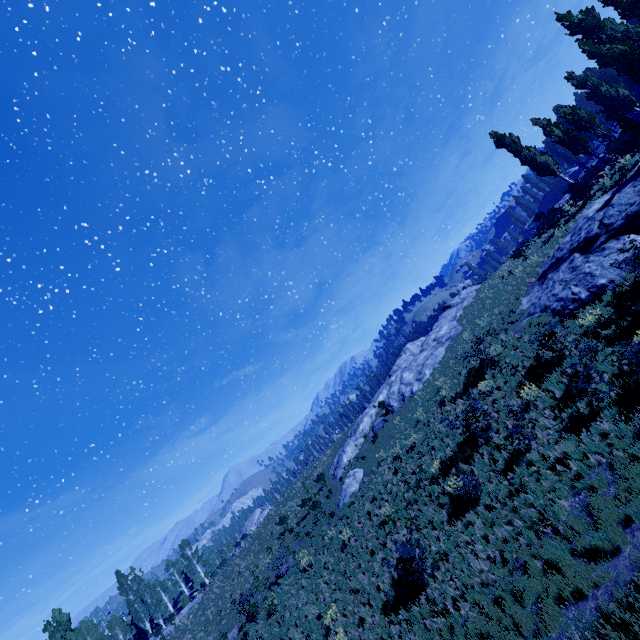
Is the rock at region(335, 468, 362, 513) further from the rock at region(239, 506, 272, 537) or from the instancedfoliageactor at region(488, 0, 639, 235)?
the rock at region(239, 506, 272, 537)

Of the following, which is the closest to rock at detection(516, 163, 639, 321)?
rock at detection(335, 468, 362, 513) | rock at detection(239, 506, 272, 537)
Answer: rock at detection(335, 468, 362, 513)

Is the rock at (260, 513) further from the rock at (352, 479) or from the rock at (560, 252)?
the rock at (560, 252)

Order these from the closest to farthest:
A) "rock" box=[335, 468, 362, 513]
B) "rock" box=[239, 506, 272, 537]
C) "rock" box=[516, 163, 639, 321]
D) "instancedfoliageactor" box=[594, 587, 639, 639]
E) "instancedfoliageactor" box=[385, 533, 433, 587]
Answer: "instancedfoliageactor" box=[594, 587, 639, 639] < "instancedfoliageactor" box=[385, 533, 433, 587] < "rock" box=[516, 163, 639, 321] < "rock" box=[335, 468, 362, 513] < "rock" box=[239, 506, 272, 537]

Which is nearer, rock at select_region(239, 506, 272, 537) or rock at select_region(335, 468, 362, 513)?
rock at select_region(335, 468, 362, 513)

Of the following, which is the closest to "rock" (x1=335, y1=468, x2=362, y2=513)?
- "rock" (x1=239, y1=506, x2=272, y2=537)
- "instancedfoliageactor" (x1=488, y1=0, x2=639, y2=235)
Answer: "instancedfoliageactor" (x1=488, y1=0, x2=639, y2=235)

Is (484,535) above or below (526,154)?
below

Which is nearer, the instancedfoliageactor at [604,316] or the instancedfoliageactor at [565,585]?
the instancedfoliageactor at [565,585]
